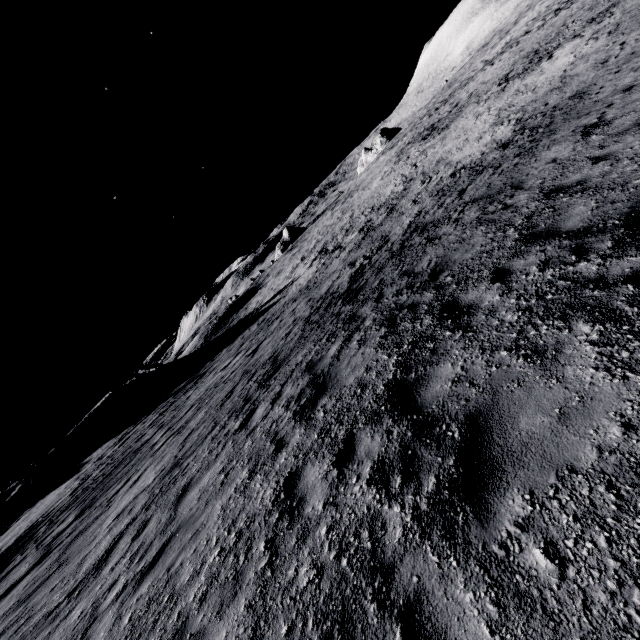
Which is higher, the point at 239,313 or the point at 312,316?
the point at 312,316
